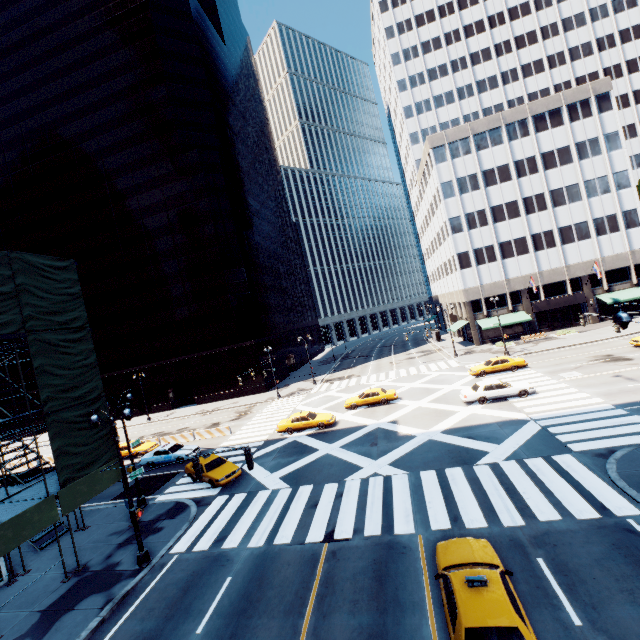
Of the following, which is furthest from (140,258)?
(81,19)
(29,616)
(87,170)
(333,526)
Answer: (333,526)

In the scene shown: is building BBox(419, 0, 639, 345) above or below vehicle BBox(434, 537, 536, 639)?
above

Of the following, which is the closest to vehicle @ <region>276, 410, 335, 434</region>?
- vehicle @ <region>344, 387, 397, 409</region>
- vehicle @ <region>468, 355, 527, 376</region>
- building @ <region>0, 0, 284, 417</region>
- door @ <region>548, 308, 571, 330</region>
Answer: vehicle @ <region>344, 387, 397, 409</region>

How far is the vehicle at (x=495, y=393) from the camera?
24.5m

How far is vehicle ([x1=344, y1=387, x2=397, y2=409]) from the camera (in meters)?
30.59

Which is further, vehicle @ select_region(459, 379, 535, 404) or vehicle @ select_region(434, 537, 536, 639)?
vehicle @ select_region(459, 379, 535, 404)

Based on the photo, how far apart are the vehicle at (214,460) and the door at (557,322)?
47.8 meters

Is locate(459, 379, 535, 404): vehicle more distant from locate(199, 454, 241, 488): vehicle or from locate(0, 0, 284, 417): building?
locate(0, 0, 284, 417): building
